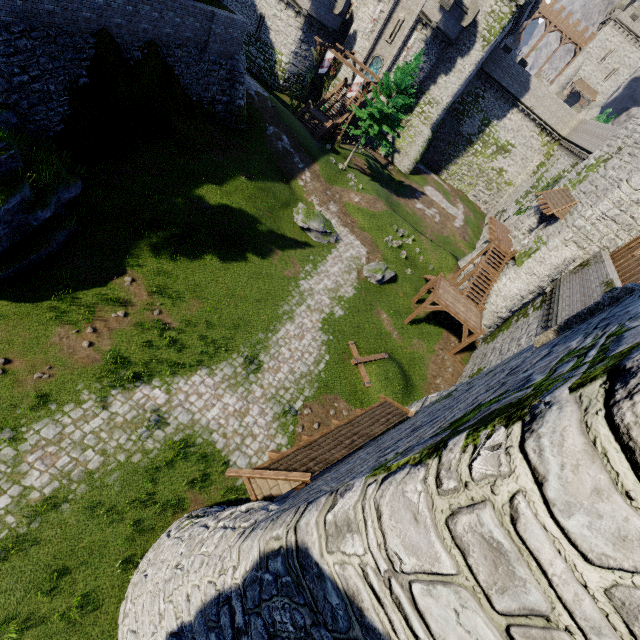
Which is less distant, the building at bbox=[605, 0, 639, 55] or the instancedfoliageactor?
the instancedfoliageactor

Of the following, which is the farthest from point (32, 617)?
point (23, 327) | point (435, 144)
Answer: point (435, 144)

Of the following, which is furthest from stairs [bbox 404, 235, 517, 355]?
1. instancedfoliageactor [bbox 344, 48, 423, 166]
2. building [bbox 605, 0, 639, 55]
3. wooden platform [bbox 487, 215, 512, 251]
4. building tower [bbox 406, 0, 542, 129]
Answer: building [bbox 605, 0, 639, 55]

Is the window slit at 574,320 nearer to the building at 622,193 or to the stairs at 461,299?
the stairs at 461,299

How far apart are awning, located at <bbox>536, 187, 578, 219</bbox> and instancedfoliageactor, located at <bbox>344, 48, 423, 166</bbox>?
15.4m

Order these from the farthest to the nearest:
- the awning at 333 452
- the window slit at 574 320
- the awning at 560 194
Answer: the awning at 560 194
the awning at 333 452
the window slit at 574 320

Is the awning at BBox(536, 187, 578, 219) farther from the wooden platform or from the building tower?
the building tower

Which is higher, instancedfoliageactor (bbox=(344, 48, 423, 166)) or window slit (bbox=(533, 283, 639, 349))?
window slit (bbox=(533, 283, 639, 349))
